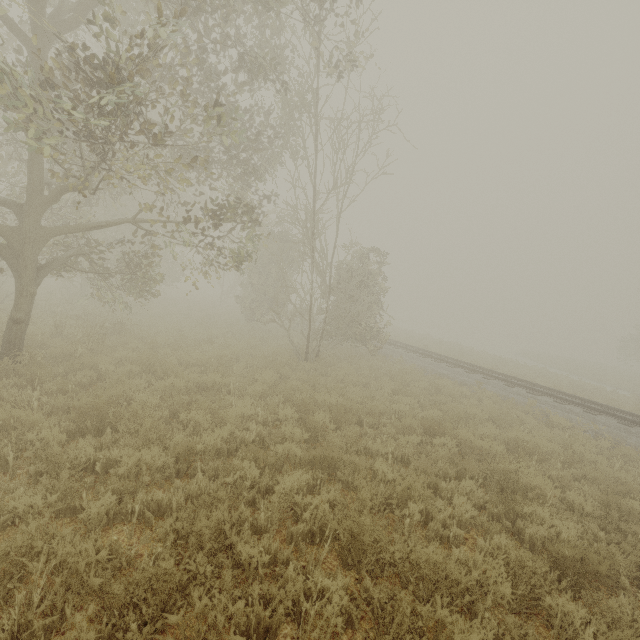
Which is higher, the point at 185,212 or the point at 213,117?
the point at 185,212
